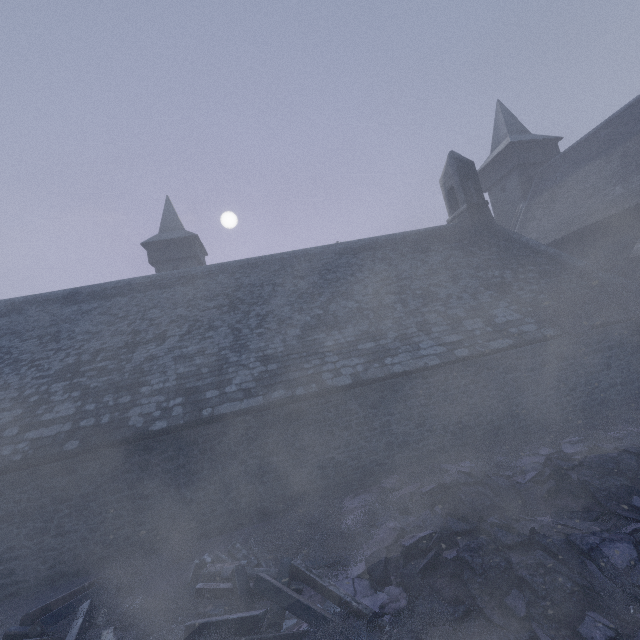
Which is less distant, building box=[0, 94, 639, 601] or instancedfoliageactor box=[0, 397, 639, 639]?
instancedfoliageactor box=[0, 397, 639, 639]

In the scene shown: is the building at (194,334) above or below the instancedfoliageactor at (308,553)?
above

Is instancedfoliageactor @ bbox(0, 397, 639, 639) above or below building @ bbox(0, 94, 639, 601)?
below

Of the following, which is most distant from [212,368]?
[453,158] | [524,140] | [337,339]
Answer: [524,140]

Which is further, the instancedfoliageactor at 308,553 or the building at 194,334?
the building at 194,334
